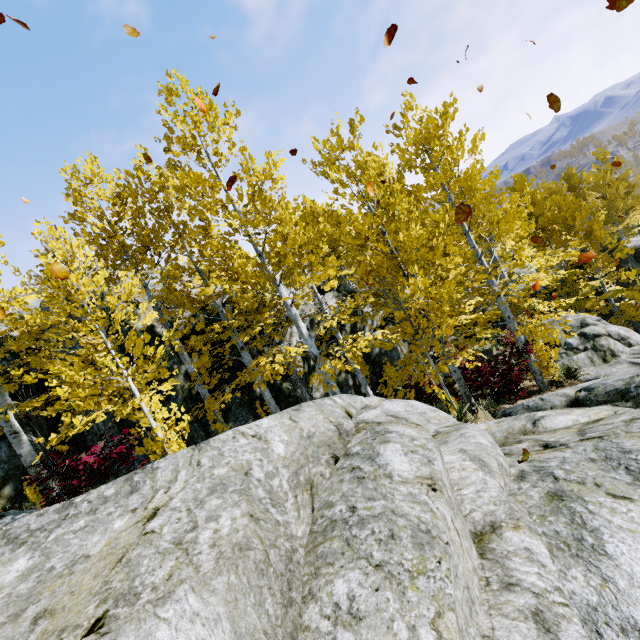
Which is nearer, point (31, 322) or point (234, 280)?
point (31, 322)

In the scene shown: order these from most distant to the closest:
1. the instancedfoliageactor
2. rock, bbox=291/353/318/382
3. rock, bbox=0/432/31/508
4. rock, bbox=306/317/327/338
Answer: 1. rock, bbox=306/317/327/338
2. rock, bbox=291/353/318/382
3. rock, bbox=0/432/31/508
4. the instancedfoliageactor

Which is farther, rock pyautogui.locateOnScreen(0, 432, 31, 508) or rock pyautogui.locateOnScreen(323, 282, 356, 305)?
rock pyautogui.locateOnScreen(323, 282, 356, 305)

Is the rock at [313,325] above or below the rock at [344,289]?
below

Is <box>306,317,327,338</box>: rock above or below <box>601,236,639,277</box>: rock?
above

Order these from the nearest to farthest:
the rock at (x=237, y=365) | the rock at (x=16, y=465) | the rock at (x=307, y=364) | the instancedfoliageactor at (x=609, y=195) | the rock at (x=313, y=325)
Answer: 1. the instancedfoliageactor at (x=609, y=195)
2. the rock at (x=16, y=465)
3. the rock at (x=237, y=365)
4. the rock at (x=307, y=364)
5. the rock at (x=313, y=325)
